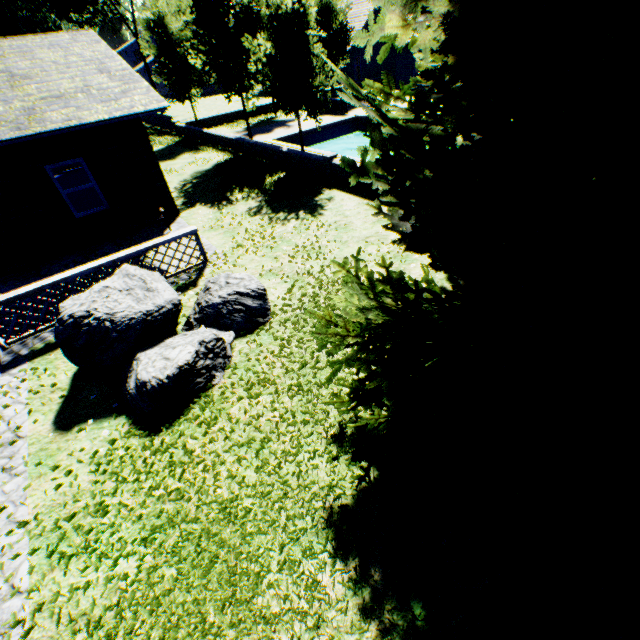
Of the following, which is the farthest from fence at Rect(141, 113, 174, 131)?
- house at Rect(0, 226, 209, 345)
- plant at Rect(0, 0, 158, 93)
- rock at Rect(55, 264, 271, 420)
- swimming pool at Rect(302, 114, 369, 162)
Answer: rock at Rect(55, 264, 271, 420)

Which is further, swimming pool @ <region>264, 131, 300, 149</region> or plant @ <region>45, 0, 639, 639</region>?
swimming pool @ <region>264, 131, 300, 149</region>

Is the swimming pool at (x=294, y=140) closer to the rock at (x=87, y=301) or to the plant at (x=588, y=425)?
the plant at (x=588, y=425)

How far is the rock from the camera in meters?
5.3 m

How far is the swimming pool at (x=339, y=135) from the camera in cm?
2200

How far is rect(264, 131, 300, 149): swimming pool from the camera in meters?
18.7

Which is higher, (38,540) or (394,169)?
(394,169)

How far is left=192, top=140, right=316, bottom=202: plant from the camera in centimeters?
1280cm
